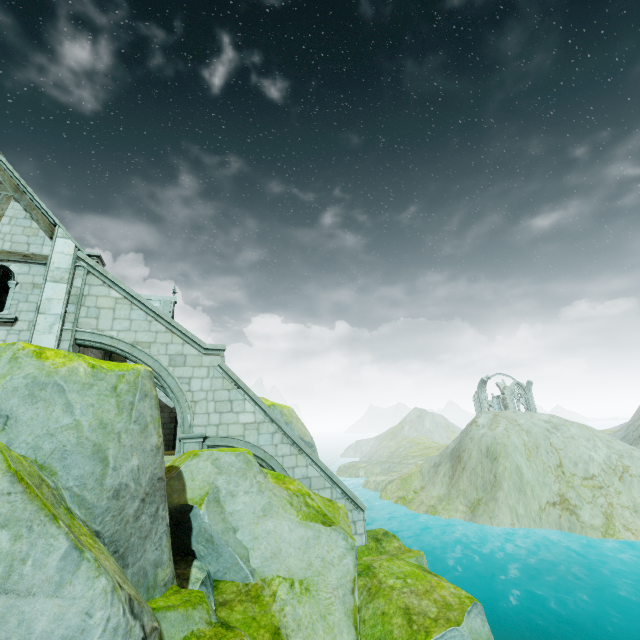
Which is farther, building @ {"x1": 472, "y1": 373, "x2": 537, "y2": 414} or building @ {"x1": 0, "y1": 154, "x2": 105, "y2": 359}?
building @ {"x1": 472, "y1": 373, "x2": 537, "y2": 414}

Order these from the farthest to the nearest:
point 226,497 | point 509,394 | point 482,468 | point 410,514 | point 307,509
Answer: point 509,394 < point 410,514 < point 482,468 < point 307,509 < point 226,497

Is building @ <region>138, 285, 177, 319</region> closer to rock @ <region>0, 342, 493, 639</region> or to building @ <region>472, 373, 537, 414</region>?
rock @ <region>0, 342, 493, 639</region>

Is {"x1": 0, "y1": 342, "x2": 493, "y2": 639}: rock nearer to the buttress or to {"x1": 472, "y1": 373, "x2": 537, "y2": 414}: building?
the buttress

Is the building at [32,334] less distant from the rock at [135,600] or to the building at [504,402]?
the rock at [135,600]

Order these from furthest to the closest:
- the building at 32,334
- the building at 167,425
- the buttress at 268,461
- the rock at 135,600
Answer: the building at 167,425, the buttress at 268,461, the building at 32,334, the rock at 135,600

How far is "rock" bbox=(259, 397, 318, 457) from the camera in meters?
14.9

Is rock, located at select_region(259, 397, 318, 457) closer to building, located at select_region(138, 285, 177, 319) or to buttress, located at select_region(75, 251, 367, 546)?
buttress, located at select_region(75, 251, 367, 546)
